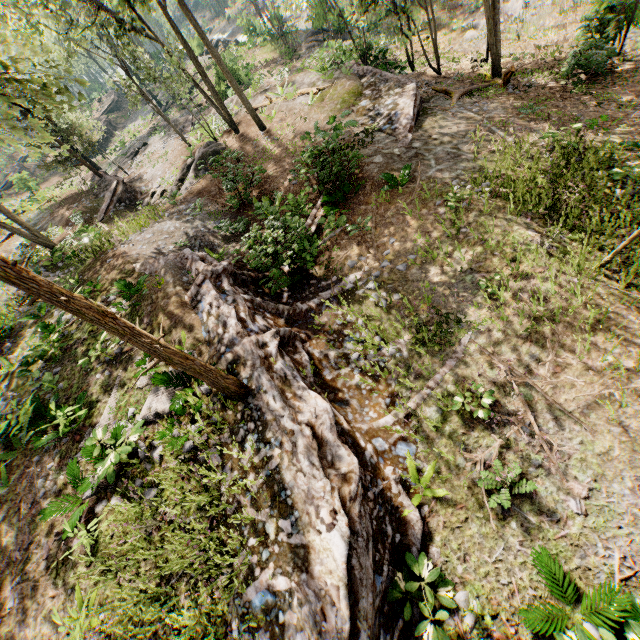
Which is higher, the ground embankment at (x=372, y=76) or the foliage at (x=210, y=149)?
the foliage at (x=210, y=149)

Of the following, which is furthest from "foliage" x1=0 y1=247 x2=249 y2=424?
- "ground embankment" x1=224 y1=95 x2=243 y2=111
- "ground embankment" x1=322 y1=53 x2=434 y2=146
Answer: "ground embankment" x1=322 y1=53 x2=434 y2=146

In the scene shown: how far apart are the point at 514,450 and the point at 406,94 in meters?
15.9 m

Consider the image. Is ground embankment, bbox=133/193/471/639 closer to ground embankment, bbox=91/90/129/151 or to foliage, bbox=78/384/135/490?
foliage, bbox=78/384/135/490

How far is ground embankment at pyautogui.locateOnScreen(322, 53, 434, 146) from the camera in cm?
1424

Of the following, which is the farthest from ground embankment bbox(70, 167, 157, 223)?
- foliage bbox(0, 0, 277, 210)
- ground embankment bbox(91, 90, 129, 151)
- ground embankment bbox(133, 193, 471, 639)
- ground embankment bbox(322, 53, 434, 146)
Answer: ground embankment bbox(91, 90, 129, 151)

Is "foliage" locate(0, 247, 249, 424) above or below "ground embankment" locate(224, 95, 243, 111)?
above

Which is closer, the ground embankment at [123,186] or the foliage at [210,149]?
the foliage at [210,149]
